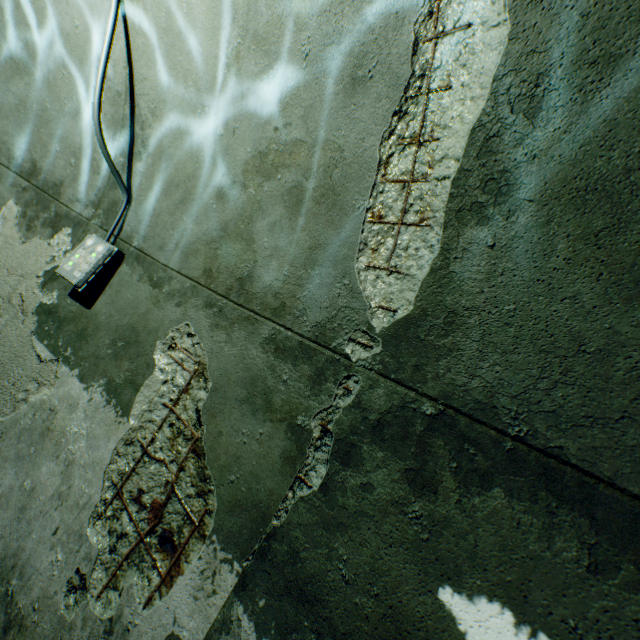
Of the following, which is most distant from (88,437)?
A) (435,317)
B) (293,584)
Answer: (435,317)

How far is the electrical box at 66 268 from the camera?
2.3m

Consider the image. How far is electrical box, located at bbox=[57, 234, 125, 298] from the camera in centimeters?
232cm

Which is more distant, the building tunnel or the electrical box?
the electrical box

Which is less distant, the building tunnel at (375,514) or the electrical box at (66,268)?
the building tunnel at (375,514)
